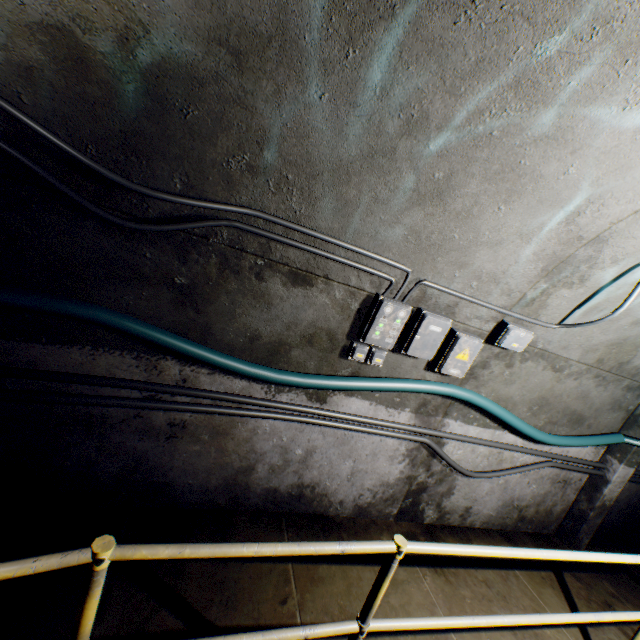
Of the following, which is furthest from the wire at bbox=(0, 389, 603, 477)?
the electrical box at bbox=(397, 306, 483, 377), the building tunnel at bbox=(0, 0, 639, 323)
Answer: the electrical box at bbox=(397, 306, 483, 377)

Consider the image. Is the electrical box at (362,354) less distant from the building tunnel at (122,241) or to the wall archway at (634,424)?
the building tunnel at (122,241)

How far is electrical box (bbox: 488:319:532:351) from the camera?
2.8m

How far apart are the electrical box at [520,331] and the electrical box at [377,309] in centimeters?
92cm

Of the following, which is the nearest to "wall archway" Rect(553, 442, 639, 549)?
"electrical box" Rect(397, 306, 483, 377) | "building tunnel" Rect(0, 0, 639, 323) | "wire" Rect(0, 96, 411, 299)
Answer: "building tunnel" Rect(0, 0, 639, 323)

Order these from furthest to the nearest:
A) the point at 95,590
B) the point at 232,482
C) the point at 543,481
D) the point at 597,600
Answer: the point at 543,481, the point at 597,600, the point at 232,482, the point at 95,590

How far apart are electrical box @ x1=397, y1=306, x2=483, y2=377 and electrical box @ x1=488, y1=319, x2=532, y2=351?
0.5m

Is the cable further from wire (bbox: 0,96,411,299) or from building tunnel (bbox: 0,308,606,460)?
wire (bbox: 0,96,411,299)
